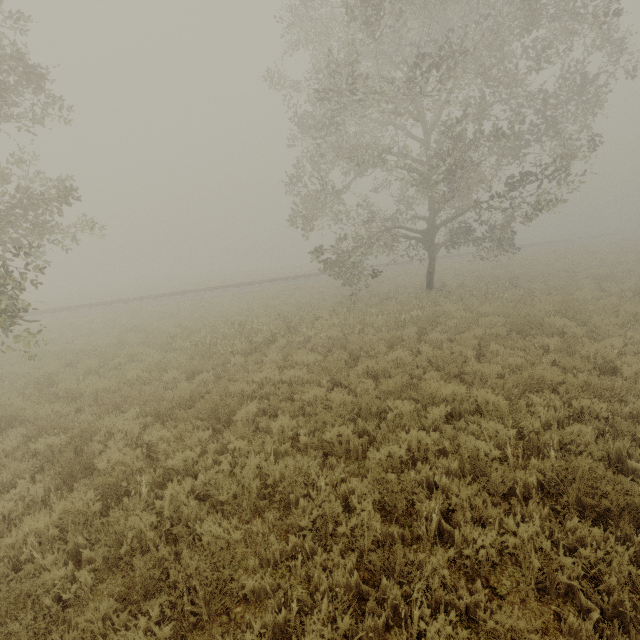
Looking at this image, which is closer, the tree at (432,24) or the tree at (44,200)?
the tree at (44,200)

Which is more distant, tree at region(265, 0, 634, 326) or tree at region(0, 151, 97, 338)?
tree at region(265, 0, 634, 326)

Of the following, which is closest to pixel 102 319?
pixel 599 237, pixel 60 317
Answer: pixel 60 317
